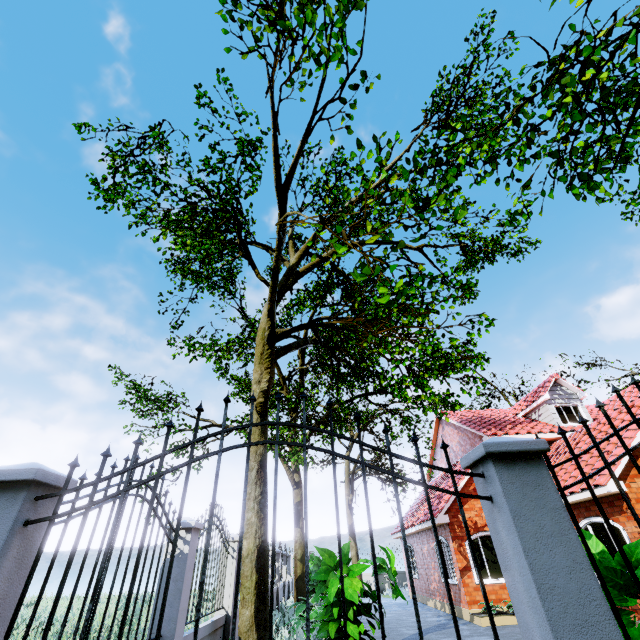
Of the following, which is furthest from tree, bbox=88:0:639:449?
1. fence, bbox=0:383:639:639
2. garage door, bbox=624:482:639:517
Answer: garage door, bbox=624:482:639:517

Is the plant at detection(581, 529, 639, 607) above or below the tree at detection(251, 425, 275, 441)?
below

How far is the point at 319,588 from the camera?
6.49m

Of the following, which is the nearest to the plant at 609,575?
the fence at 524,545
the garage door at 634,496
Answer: the fence at 524,545

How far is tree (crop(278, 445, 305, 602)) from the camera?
13.2 meters

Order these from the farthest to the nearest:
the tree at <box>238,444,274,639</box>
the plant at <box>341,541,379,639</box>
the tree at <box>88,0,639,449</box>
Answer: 1. the plant at <box>341,541,379,639</box>
2. the tree at <box>238,444,274,639</box>
3. the tree at <box>88,0,639,449</box>

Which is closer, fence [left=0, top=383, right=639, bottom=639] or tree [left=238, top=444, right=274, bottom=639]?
fence [left=0, top=383, right=639, bottom=639]

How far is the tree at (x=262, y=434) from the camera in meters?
7.7 m
